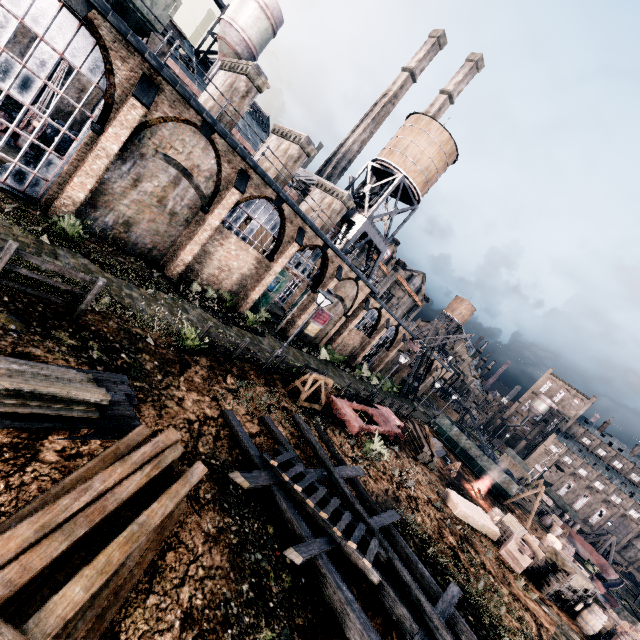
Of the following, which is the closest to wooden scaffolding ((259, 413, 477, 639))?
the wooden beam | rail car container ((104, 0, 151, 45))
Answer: the wooden beam

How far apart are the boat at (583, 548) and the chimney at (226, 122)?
60.85m

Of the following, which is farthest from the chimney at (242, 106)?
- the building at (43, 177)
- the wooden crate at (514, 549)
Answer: the wooden crate at (514, 549)

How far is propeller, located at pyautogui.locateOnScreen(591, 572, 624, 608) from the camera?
31.02m

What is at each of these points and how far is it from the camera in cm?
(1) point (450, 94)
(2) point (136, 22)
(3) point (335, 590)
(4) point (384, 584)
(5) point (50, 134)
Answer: (1) building, 4978
(2) rail car container, 1421
(3) wooden scaffolding, 724
(4) wooden scaffolding, 850
(5) coal pile, 2367

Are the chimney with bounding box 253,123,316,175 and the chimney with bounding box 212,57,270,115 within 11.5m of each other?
yes

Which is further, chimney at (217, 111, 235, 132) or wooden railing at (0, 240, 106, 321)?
chimney at (217, 111, 235, 132)

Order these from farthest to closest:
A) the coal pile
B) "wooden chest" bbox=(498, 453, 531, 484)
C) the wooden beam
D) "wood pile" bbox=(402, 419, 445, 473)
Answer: "wooden chest" bbox=(498, 453, 531, 484)
"wood pile" bbox=(402, 419, 445, 473)
the coal pile
the wooden beam
